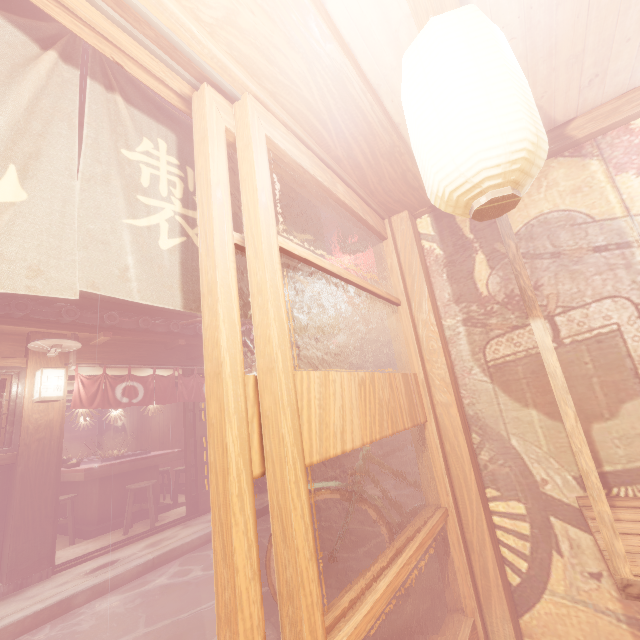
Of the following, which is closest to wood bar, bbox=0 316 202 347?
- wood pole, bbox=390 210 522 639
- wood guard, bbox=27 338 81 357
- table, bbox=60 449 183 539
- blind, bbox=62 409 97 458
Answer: wood guard, bbox=27 338 81 357

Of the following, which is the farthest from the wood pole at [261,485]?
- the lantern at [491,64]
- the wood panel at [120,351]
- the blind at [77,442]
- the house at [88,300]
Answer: the house at [88,300]

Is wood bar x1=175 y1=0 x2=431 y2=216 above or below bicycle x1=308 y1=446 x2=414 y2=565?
above

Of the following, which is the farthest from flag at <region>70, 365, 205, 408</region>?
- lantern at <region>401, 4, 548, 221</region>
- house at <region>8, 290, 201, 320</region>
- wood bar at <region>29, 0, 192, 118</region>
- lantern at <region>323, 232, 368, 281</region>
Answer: house at <region>8, 290, 201, 320</region>

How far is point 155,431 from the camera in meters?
17.6

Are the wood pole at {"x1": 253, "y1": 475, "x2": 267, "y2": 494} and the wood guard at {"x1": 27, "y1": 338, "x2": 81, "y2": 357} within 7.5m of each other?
yes

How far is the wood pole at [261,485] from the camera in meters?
12.8 m

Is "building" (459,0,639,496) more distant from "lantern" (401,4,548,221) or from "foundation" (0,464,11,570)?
"foundation" (0,464,11,570)
